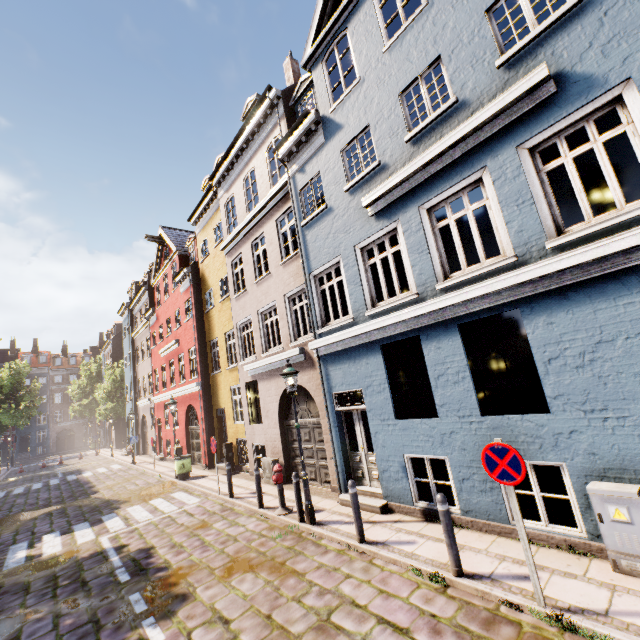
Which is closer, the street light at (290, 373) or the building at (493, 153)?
the building at (493, 153)

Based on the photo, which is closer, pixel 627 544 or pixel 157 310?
pixel 627 544

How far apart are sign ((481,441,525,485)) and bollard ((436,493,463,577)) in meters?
1.0 m

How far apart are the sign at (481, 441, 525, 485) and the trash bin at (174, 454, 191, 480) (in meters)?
14.24

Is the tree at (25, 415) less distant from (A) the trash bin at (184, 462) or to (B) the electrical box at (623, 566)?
(A) the trash bin at (184, 462)

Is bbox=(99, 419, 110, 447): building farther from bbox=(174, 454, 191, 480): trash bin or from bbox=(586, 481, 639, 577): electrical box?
bbox=(174, 454, 191, 480): trash bin

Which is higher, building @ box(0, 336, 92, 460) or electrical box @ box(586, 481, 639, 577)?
building @ box(0, 336, 92, 460)

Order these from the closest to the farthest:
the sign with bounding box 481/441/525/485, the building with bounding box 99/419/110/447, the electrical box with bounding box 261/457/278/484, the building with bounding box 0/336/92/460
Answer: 1. the sign with bounding box 481/441/525/485
2. the electrical box with bounding box 261/457/278/484
3. the building with bounding box 99/419/110/447
4. the building with bounding box 0/336/92/460
